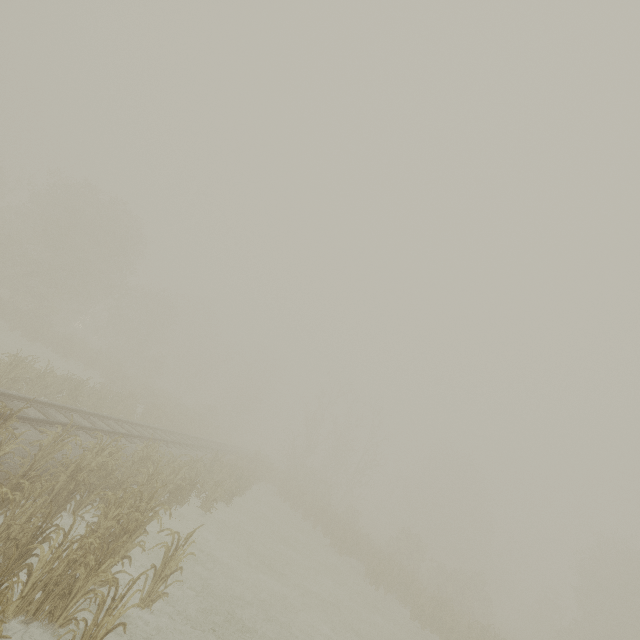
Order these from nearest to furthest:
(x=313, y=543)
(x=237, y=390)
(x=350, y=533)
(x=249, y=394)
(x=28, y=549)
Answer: (x=28, y=549) → (x=313, y=543) → (x=350, y=533) → (x=249, y=394) → (x=237, y=390)
